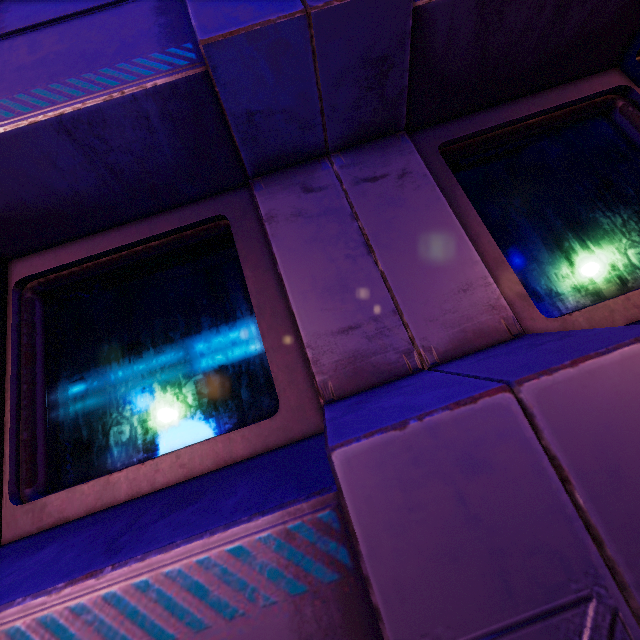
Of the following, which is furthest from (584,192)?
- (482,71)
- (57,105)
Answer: (57,105)
